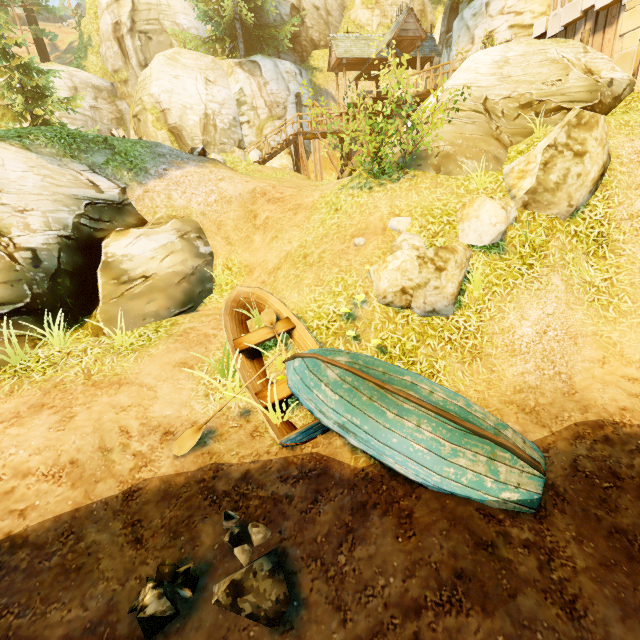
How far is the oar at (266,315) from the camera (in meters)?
6.36

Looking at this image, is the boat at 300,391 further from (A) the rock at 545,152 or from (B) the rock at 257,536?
(A) the rock at 545,152

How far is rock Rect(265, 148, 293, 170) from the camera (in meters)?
22.46

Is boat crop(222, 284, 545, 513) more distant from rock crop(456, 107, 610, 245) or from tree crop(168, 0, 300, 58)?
tree crop(168, 0, 300, 58)

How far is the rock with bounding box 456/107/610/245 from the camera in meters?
6.2

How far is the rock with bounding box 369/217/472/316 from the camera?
5.83m

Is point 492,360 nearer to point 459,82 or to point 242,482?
point 242,482

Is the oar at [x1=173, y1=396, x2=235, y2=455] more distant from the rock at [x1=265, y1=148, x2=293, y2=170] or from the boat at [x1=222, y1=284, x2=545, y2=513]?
the rock at [x1=265, y1=148, x2=293, y2=170]
